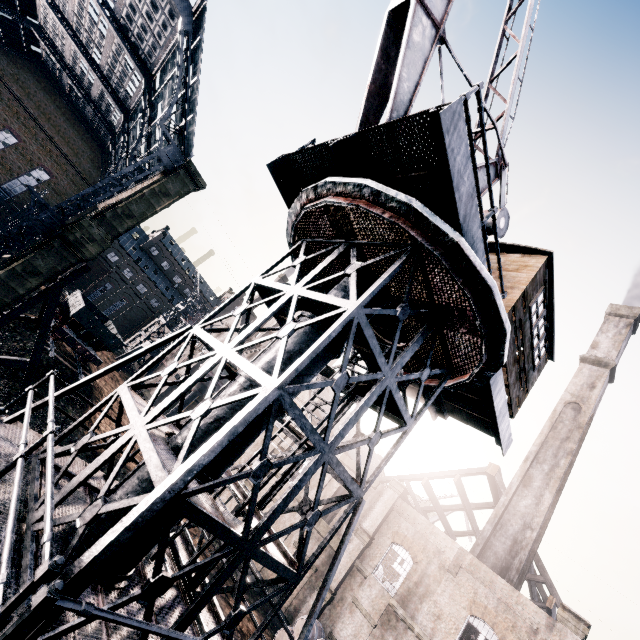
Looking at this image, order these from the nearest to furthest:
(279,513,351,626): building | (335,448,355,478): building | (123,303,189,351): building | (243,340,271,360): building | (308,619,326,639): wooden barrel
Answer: (308,619,326,639): wooden barrel, (279,513,351,626): building, (335,448,355,478): building, (243,340,271,360): building, (123,303,189,351): building

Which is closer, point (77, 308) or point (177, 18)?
point (177, 18)

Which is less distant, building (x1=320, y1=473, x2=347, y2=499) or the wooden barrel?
the wooden barrel

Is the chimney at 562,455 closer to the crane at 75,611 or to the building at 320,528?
the building at 320,528

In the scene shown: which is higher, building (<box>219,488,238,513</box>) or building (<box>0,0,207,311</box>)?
building (<box>0,0,207,311</box>)

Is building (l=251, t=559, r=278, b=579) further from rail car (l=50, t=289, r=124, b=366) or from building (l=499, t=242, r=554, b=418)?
building (l=499, t=242, r=554, b=418)

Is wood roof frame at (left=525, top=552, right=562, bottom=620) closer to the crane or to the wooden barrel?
the wooden barrel
